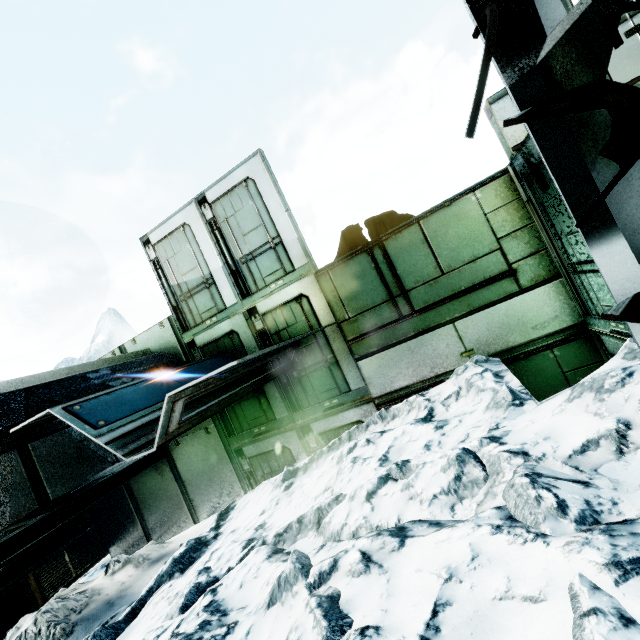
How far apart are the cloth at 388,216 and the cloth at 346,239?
0.1 meters

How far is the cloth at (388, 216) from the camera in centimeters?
578cm

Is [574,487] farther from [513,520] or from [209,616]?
[209,616]

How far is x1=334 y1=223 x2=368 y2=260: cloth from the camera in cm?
606

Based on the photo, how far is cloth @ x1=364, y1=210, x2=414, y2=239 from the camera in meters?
5.8 m

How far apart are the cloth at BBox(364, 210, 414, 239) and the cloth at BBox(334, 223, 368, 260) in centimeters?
6cm
